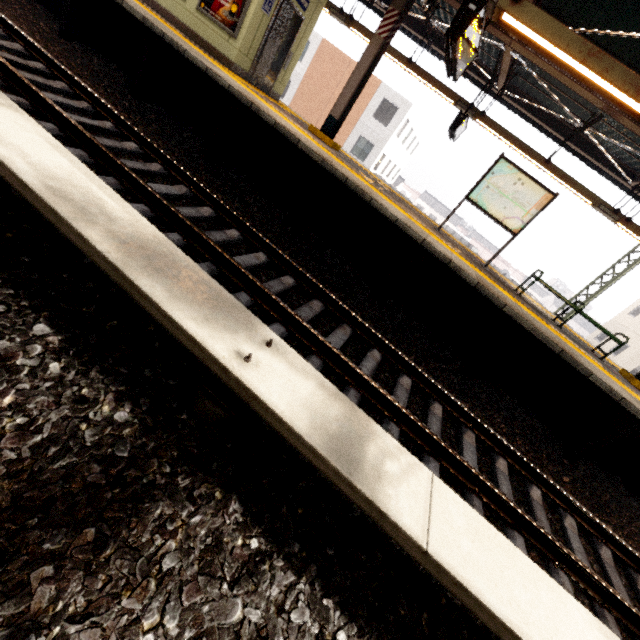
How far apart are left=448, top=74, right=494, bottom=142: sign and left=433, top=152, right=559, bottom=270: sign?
2.3m

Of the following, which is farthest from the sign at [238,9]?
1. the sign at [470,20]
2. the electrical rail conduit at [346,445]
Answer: the electrical rail conduit at [346,445]

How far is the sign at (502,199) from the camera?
7.08m

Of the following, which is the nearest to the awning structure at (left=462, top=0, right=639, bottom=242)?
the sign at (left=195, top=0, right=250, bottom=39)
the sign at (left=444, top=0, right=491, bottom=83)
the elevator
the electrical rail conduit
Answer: the sign at (left=444, top=0, right=491, bottom=83)

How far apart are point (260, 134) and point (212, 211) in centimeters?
249cm

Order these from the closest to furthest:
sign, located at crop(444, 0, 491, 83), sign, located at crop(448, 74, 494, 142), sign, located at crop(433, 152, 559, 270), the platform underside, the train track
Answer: the train track
sign, located at crop(444, 0, 491, 83)
the platform underside
sign, located at crop(433, 152, 559, 270)
sign, located at crop(448, 74, 494, 142)

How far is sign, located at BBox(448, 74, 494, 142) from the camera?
8.6m

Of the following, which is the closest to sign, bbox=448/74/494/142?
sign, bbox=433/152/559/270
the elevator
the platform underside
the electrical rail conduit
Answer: sign, bbox=433/152/559/270
